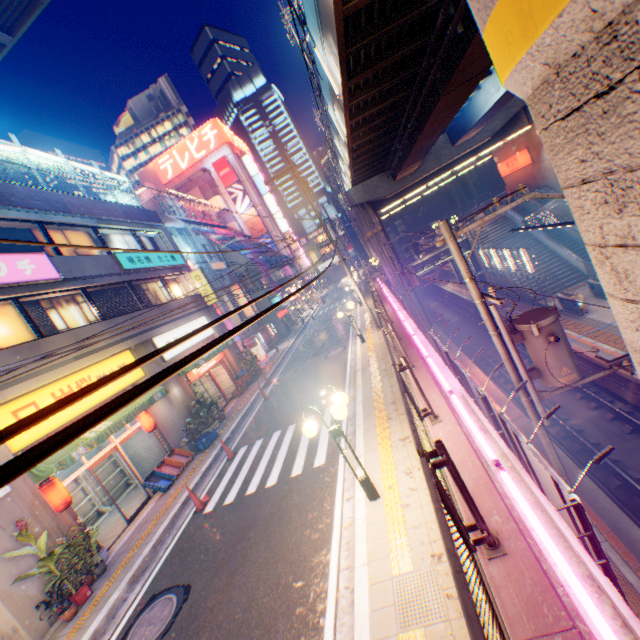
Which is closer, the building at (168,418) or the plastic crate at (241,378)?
the building at (168,418)

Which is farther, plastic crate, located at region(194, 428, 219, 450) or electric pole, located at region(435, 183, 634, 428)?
plastic crate, located at region(194, 428, 219, 450)

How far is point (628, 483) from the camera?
11.0 meters

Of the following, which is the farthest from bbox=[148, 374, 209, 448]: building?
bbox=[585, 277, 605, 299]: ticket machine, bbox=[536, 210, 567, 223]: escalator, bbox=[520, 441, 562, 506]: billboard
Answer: bbox=[536, 210, 567, 223]: escalator

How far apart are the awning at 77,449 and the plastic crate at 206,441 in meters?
2.1

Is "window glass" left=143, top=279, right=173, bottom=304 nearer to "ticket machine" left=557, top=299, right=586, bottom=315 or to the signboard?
"ticket machine" left=557, top=299, right=586, bottom=315

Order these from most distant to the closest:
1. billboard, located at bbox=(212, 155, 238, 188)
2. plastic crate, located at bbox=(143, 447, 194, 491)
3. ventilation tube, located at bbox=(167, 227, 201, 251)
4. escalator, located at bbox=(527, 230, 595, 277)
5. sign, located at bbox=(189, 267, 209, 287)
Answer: billboard, located at bbox=(212, 155, 238, 188) < ventilation tube, located at bbox=(167, 227, 201, 251) < escalator, located at bbox=(527, 230, 595, 277) < sign, located at bbox=(189, 267, 209, 287) < plastic crate, located at bbox=(143, 447, 194, 491)

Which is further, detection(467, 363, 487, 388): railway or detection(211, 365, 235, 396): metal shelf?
detection(211, 365, 235, 396): metal shelf
